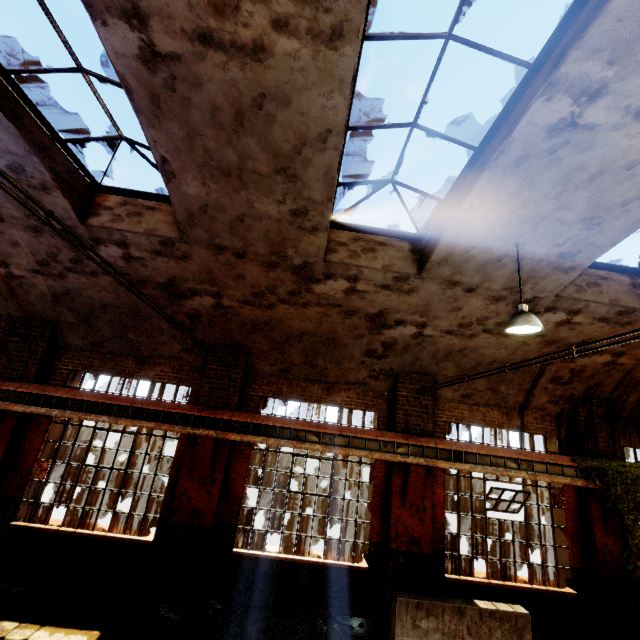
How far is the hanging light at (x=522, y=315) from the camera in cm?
509

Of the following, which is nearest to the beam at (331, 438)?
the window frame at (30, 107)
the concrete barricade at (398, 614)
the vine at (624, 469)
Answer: the vine at (624, 469)

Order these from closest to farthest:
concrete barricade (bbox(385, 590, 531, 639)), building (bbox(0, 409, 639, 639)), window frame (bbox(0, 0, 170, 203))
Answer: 1. window frame (bbox(0, 0, 170, 203))
2. concrete barricade (bbox(385, 590, 531, 639))
3. building (bbox(0, 409, 639, 639))

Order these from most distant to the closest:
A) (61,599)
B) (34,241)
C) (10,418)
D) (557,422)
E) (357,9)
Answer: (557,422)
(10,418)
(34,241)
(61,599)
(357,9)

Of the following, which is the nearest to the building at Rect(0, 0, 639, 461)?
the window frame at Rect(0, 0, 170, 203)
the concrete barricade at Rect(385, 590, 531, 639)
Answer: the window frame at Rect(0, 0, 170, 203)

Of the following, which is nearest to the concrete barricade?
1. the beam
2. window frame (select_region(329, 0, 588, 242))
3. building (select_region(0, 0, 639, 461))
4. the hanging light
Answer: building (select_region(0, 0, 639, 461))

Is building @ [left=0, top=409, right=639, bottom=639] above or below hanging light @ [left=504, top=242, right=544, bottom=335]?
below

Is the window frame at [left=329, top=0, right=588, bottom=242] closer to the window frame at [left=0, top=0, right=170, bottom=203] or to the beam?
the window frame at [left=0, top=0, right=170, bottom=203]
